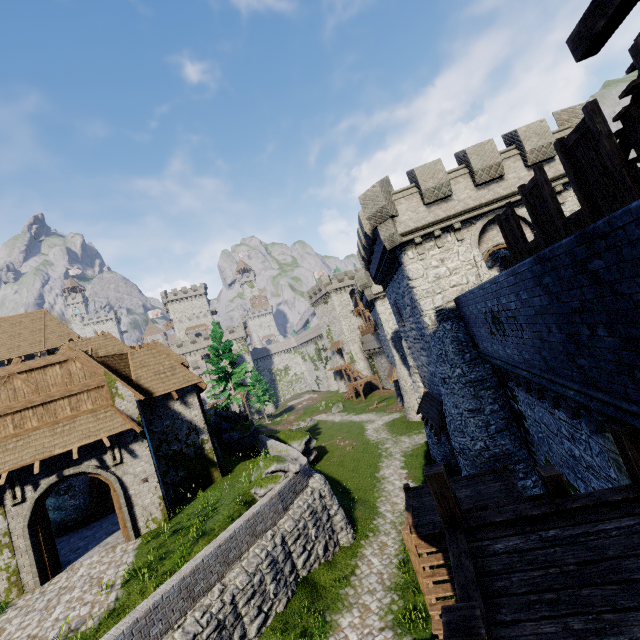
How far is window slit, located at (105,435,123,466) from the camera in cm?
1469

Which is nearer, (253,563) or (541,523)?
(541,523)

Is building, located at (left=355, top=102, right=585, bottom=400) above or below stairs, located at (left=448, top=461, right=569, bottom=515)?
above

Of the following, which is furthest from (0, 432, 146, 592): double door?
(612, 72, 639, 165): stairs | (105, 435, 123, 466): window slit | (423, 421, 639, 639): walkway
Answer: (612, 72, 639, 165): stairs

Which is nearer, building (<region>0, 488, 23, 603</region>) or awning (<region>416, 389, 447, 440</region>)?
building (<region>0, 488, 23, 603</region>)

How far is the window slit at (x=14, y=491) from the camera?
13.12m

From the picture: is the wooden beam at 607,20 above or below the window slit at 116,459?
above

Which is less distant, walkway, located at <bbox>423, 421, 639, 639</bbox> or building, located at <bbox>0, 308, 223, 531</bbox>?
walkway, located at <bbox>423, 421, 639, 639</bbox>
